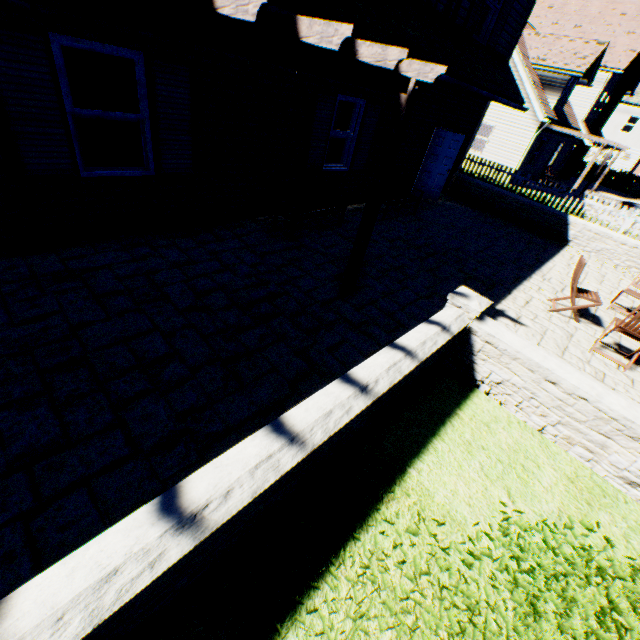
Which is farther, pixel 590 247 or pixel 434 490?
pixel 590 247

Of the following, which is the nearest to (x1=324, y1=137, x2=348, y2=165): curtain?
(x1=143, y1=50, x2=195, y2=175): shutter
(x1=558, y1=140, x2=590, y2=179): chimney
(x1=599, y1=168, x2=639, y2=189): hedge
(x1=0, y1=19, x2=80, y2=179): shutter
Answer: (x1=143, y1=50, x2=195, y2=175): shutter

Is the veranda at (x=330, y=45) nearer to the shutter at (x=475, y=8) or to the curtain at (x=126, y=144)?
the curtain at (x=126, y=144)

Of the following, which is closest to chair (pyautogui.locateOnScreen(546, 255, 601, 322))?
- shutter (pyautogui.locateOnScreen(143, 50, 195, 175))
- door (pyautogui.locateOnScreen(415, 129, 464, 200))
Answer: door (pyautogui.locateOnScreen(415, 129, 464, 200))

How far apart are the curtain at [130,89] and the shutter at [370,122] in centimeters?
515cm

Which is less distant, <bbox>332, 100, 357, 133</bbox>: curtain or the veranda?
the veranda

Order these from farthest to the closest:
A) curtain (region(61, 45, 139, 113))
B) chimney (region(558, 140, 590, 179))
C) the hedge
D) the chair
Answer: the hedge
chimney (region(558, 140, 590, 179))
the chair
curtain (region(61, 45, 139, 113))

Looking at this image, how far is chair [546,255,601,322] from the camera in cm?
625
